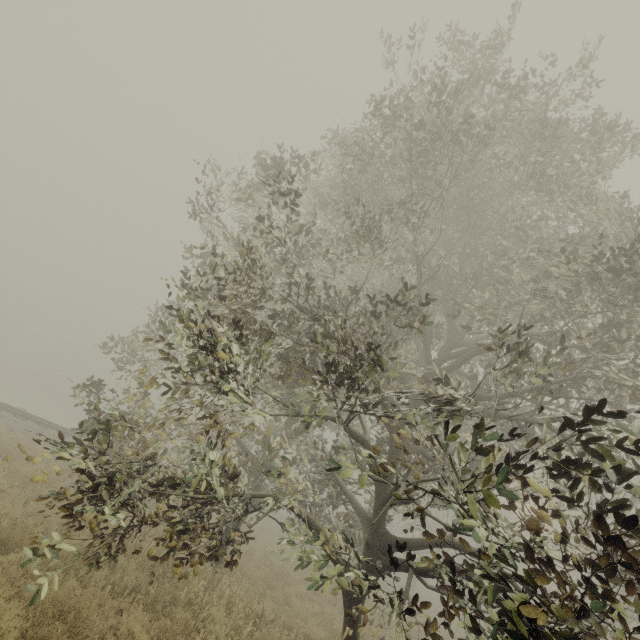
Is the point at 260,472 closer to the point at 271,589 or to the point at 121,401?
the point at 271,589
